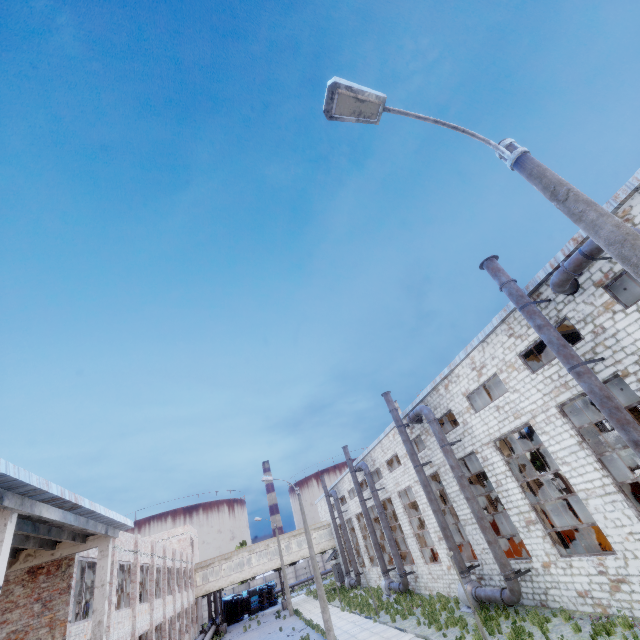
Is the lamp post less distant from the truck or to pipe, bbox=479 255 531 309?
pipe, bbox=479 255 531 309

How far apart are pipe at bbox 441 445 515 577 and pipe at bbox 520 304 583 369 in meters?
8.8

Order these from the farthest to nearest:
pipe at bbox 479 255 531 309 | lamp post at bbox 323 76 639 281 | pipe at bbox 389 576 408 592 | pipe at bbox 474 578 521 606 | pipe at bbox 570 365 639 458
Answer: pipe at bbox 389 576 408 592
pipe at bbox 474 578 521 606
pipe at bbox 479 255 531 309
pipe at bbox 570 365 639 458
lamp post at bbox 323 76 639 281

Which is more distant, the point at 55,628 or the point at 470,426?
the point at 470,426

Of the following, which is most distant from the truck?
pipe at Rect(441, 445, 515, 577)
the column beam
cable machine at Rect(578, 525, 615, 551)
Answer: the column beam

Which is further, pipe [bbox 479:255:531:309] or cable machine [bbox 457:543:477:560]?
cable machine [bbox 457:543:477:560]

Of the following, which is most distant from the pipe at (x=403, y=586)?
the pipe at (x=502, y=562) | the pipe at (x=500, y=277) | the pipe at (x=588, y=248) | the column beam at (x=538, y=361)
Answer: the pipe at (x=588, y=248)

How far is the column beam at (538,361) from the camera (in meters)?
21.53
